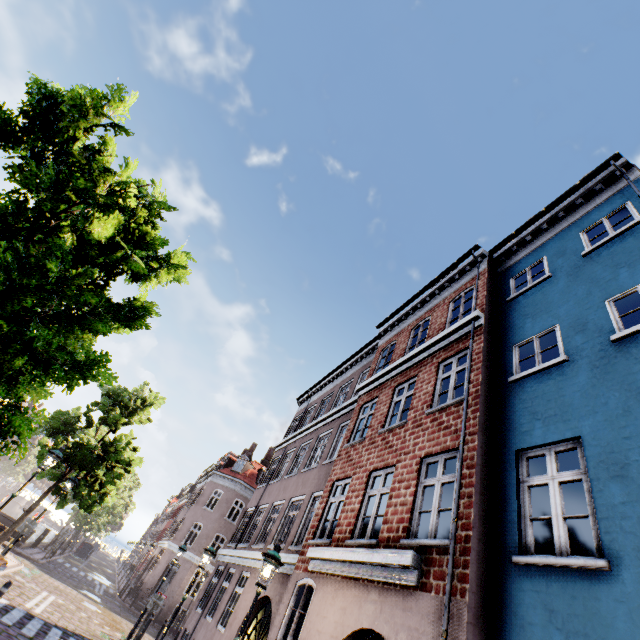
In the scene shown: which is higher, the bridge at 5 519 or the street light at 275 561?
the street light at 275 561

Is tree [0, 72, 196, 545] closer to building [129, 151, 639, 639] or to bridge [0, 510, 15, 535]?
bridge [0, 510, 15, 535]

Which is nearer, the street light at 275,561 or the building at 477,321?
the building at 477,321

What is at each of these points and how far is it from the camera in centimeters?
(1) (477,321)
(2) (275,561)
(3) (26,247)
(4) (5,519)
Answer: (1) building, 875cm
(2) street light, 644cm
(3) tree, 460cm
(4) bridge, 2114cm

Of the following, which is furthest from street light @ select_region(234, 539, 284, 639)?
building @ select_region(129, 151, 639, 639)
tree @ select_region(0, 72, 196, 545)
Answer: building @ select_region(129, 151, 639, 639)

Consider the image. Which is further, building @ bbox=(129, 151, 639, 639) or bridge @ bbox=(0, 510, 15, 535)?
bridge @ bbox=(0, 510, 15, 535)

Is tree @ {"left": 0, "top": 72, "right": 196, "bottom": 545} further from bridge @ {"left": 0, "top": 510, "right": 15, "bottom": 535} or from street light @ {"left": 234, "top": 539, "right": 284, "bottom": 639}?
bridge @ {"left": 0, "top": 510, "right": 15, "bottom": 535}

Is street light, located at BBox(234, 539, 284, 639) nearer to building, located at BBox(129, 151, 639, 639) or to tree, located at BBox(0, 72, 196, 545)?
tree, located at BBox(0, 72, 196, 545)
